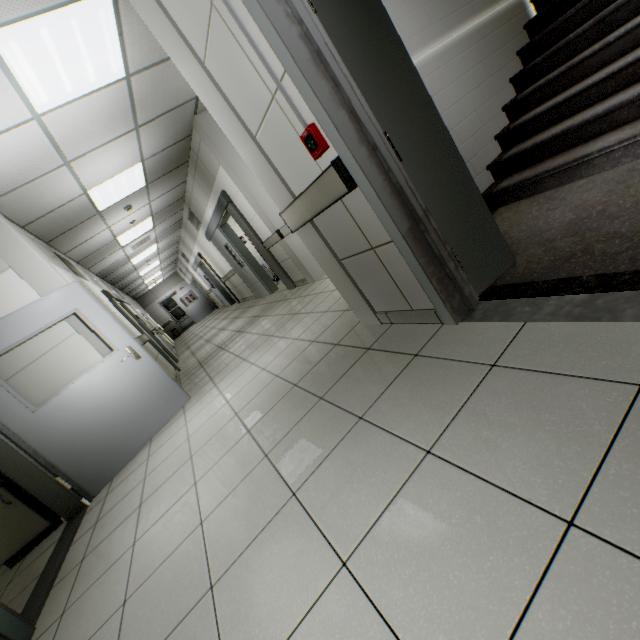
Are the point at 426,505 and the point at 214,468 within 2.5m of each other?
yes

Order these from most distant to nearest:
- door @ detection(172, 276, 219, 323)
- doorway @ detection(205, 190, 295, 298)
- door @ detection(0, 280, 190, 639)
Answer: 1. door @ detection(172, 276, 219, 323)
2. doorway @ detection(205, 190, 295, 298)
3. door @ detection(0, 280, 190, 639)

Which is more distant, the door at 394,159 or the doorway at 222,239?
the doorway at 222,239

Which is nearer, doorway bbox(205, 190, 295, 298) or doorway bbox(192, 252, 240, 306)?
doorway bbox(205, 190, 295, 298)

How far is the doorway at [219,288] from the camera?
11.9m

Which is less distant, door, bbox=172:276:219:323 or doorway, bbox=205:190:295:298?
doorway, bbox=205:190:295:298

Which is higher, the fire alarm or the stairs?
the fire alarm

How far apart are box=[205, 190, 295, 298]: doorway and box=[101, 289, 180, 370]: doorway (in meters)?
2.70
